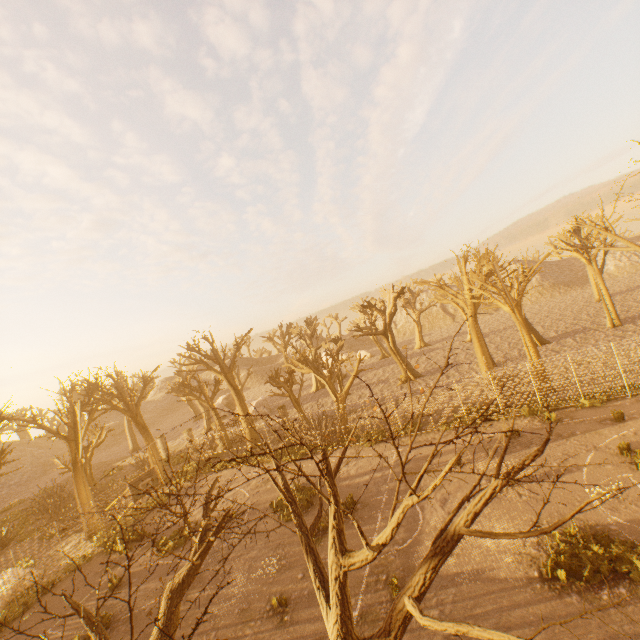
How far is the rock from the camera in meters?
49.0

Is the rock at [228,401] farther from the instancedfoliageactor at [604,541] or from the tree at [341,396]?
the instancedfoliageactor at [604,541]

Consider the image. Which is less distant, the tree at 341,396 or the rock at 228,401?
the tree at 341,396

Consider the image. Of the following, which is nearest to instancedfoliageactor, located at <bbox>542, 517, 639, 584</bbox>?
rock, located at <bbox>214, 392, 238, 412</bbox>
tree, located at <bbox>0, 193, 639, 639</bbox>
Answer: tree, located at <bbox>0, 193, 639, 639</bbox>

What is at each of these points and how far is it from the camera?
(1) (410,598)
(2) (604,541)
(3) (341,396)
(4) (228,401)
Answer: (1) tree, 3.7 meters
(2) instancedfoliageactor, 9.3 meters
(3) tree, 24.7 meters
(4) rock, 50.8 meters

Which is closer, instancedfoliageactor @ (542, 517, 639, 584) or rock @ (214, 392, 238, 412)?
instancedfoliageactor @ (542, 517, 639, 584)

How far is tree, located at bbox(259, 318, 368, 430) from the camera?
24.31m

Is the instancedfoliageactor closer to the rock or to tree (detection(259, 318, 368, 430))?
tree (detection(259, 318, 368, 430))
